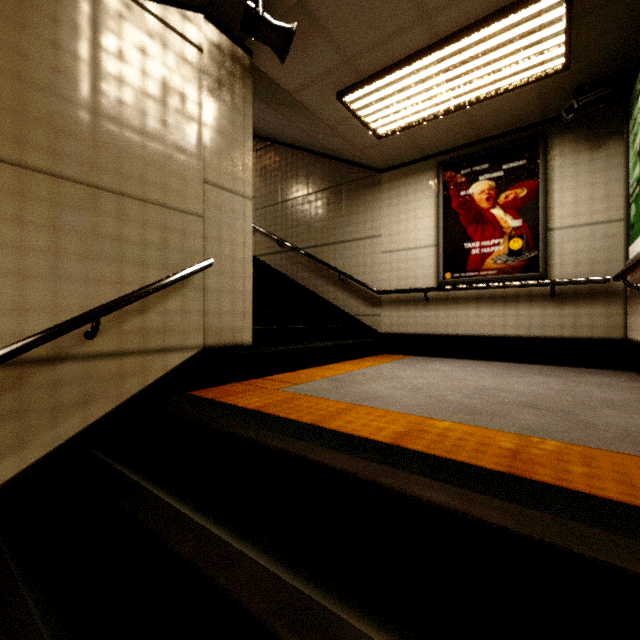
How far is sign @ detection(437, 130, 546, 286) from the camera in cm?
392

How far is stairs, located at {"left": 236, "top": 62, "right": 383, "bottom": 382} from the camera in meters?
3.8

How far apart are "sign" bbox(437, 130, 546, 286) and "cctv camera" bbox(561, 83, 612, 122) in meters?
0.4

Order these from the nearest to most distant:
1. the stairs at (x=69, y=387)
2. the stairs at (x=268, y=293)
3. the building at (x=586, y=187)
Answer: the stairs at (x=69, y=387) < the building at (x=586, y=187) < the stairs at (x=268, y=293)

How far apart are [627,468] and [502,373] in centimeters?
231cm

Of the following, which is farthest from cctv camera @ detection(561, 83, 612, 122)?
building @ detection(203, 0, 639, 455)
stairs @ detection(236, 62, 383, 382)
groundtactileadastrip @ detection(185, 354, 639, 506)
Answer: groundtactileadastrip @ detection(185, 354, 639, 506)

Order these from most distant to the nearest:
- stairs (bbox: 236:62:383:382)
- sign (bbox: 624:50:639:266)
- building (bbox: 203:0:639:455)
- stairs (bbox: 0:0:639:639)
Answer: stairs (bbox: 236:62:383:382) → sign (bbox: 624:50:639:266) → building (bbox: 203:0:639:455) → stairs (bbox: 0:0:639:639)

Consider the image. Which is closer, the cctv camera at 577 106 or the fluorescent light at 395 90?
the fluorescent light at 395 90
